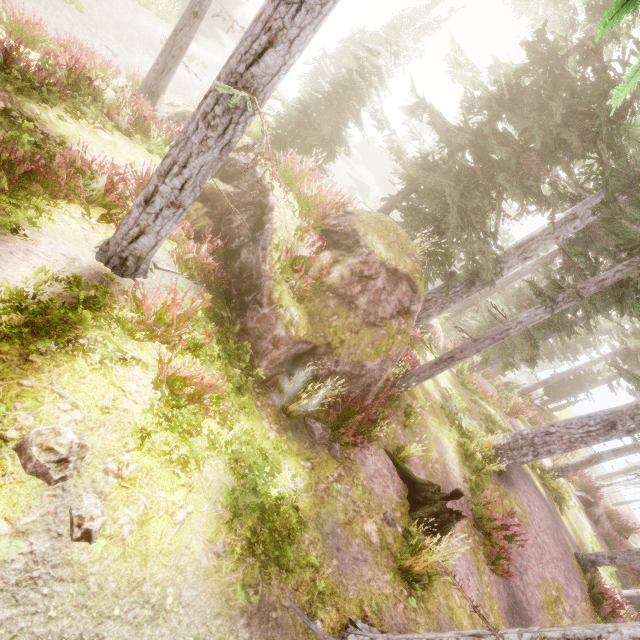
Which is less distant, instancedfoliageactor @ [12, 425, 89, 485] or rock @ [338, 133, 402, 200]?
instancedfoliageactor @ [12, 425, 89, 485]

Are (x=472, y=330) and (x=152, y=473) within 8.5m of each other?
no

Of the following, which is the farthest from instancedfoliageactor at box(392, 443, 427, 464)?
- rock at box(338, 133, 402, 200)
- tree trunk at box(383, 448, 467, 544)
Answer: rock at box(338, 133, 402, 200)

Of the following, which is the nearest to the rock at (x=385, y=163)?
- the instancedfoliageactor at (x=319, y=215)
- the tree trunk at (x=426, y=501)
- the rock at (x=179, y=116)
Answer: the instancedfoliageactor at (x=319, y=215)

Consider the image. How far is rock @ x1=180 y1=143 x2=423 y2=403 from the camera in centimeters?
671cm

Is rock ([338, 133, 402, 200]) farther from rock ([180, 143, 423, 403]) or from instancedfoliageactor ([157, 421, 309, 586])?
rock ([180, 143, 423, 403])

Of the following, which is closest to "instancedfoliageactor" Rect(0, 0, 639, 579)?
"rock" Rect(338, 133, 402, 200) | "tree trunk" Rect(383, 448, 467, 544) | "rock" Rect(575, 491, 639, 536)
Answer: "rock" Rect(575, 491, 639, 536)

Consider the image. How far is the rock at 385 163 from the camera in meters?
38.8 m
